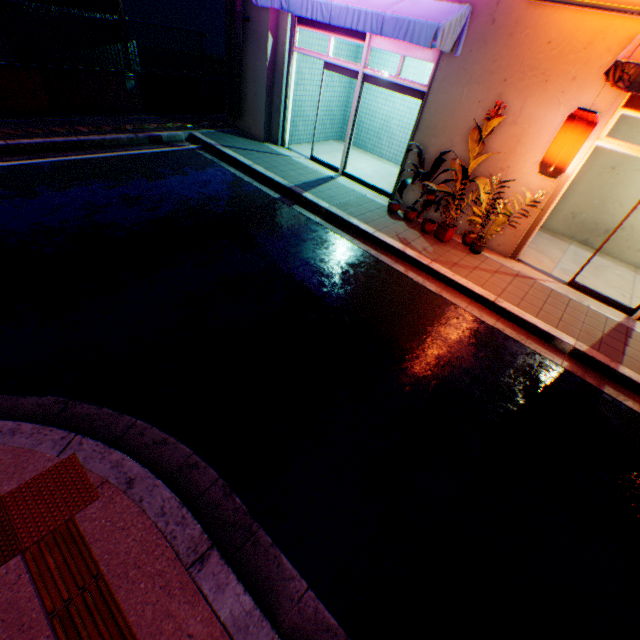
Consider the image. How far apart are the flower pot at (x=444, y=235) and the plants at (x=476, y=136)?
0.50m

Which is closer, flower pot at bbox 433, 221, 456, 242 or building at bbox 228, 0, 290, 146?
flower pot at bbox 433, 221, 456, 242

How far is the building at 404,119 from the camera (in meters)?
10.15

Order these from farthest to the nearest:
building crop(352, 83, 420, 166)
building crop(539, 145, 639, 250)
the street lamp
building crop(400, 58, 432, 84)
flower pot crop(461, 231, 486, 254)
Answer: building crop(352, 83, 420, 166), building crop(400, 58, 432, 84), building crop(539, 145, 639, 250), flower pot crop(461, 231, 486, 254), the street lamp

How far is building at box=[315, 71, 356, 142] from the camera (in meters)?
10.43

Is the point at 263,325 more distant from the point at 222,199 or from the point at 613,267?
the point at 613,267

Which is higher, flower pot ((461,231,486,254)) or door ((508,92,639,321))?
door ((508,92,639,321))

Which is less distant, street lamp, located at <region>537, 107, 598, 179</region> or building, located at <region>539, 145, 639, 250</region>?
street lamp, located at <region>537, 107, 598, 179</region>
